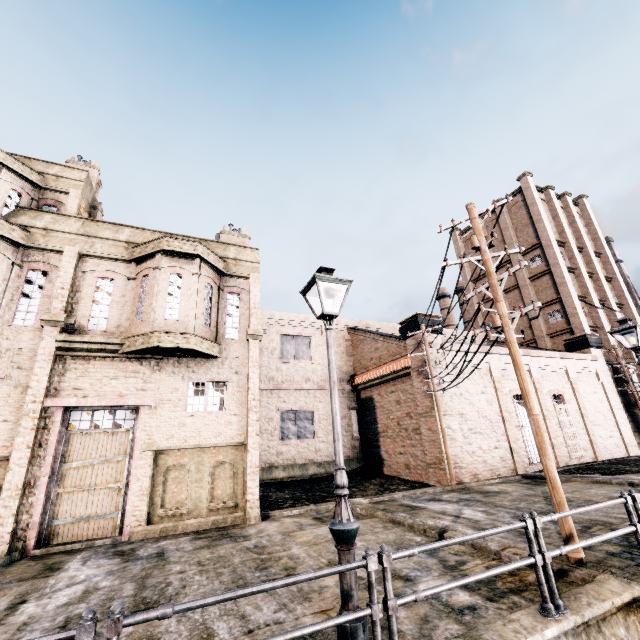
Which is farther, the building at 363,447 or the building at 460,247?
the building at 460,247

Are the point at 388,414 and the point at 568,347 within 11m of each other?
no

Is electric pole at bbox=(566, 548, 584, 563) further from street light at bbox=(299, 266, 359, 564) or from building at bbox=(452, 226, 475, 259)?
street light at bbox=(299, 266, 359, 564)

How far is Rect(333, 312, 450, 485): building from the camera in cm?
1986

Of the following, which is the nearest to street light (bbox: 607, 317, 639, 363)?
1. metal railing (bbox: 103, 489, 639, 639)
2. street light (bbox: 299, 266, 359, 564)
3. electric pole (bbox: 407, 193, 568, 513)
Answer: metal railing (bbox: 103, 489, 639, 639)

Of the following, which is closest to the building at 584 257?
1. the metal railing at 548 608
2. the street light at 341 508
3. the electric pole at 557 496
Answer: the electric pole at 557 496

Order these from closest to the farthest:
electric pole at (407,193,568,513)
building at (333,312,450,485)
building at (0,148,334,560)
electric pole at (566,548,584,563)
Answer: electric pole at (566,548,584,563), electric pole at (407,193,568,513), building at (0,148,334,560), building at (333,312,450,485)

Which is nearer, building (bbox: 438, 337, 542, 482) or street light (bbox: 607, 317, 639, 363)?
street light (bbox: 607, 317, 639, 363)
